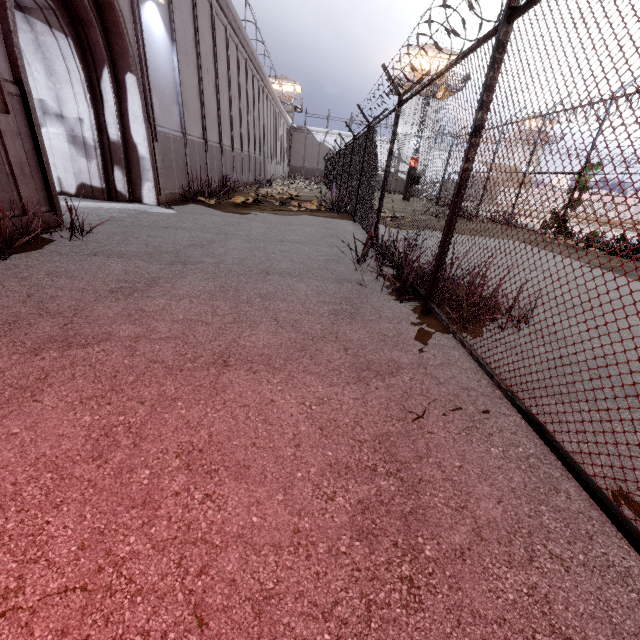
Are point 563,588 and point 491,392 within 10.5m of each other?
yes
